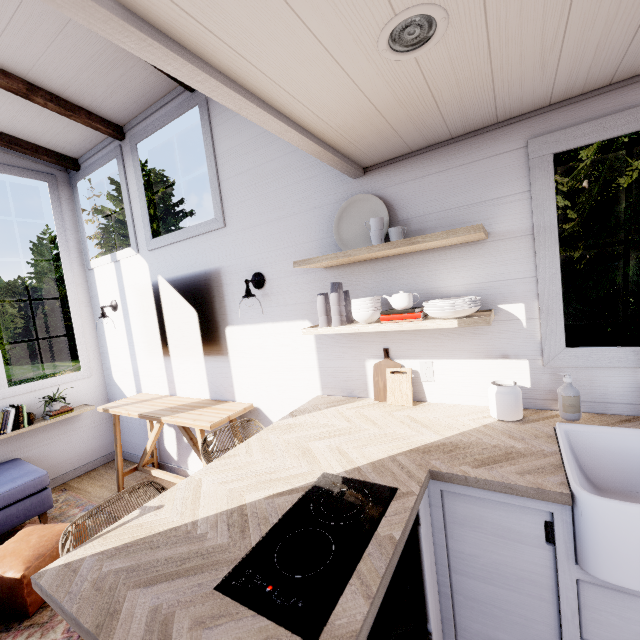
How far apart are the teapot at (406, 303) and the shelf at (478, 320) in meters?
0.2 m

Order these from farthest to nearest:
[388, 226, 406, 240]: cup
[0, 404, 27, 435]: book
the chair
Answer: [0, 404, 27, 435]: book, [388, 226, 406, 240]: cup, the chair

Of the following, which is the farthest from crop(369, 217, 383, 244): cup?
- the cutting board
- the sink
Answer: the sink

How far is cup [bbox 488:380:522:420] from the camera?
1.6 meters

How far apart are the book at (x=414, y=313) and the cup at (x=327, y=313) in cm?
25

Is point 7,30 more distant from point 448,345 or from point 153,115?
point 448,345

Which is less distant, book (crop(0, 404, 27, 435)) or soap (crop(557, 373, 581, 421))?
soap (crop(557, 373, 581, 421))

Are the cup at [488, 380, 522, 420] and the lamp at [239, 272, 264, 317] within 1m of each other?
no
